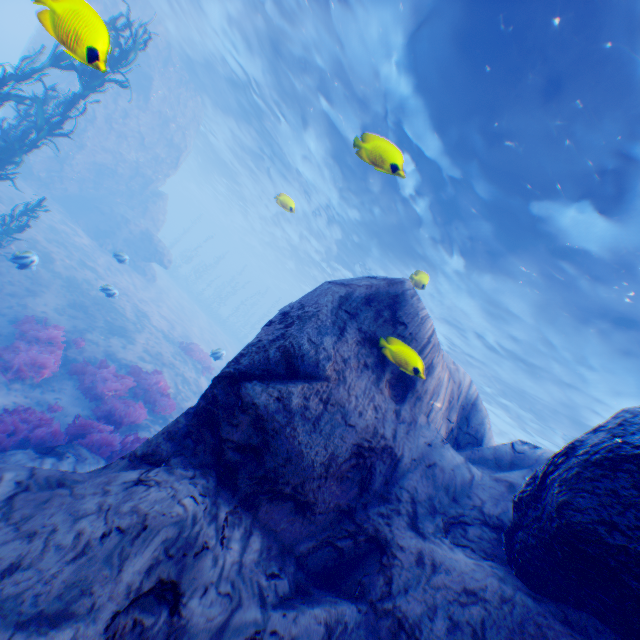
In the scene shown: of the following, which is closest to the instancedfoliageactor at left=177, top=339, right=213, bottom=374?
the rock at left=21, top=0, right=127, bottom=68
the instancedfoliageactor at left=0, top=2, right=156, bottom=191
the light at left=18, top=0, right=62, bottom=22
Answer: the rock at left=21, top=0, right=127, bottom=68

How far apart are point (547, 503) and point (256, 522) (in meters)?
3.10

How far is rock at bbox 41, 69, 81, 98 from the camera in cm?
1811

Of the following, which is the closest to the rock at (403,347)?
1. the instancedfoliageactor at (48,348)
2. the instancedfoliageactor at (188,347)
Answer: the instancedfoliageactor at (48,348)

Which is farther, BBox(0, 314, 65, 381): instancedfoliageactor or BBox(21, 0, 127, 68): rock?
BBox(0, 314, 65, 381): instancedfoliageactor

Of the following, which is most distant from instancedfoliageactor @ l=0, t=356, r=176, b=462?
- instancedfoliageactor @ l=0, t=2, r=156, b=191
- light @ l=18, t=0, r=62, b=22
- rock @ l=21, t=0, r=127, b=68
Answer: light @ l=18, t=0, r=62, b=22

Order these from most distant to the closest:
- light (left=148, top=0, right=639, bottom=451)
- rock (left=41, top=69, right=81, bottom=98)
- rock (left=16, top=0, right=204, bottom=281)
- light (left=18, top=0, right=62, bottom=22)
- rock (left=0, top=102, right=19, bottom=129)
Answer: rock (left=16, top=0, right=204, bottom=281)
rock (left=41, top=69, right=81, bottom=98)
rock (left=0, top=102, right=19, bottom=129)
light (left=148, top=0, right=639, bottom=451)
light (left=18, top=0, right=62, bottom=22)

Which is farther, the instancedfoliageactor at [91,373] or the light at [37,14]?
the instancedfoliageactor at [91,373]
